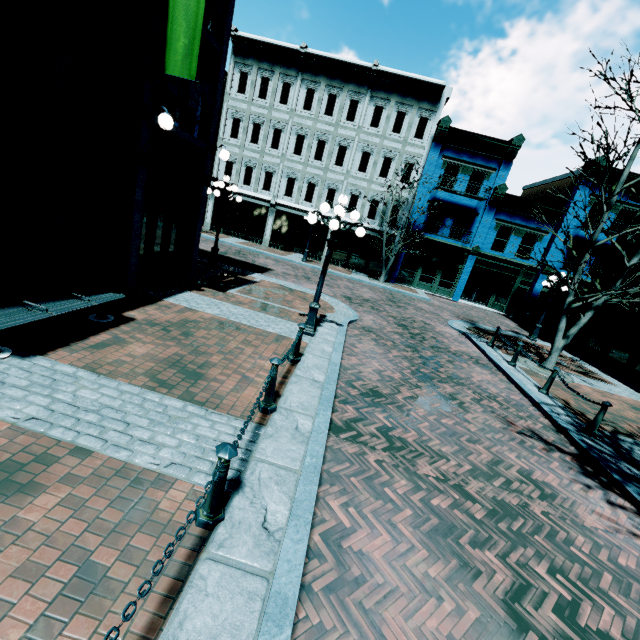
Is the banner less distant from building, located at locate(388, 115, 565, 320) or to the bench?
the bench

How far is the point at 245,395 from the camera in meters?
5.3 m

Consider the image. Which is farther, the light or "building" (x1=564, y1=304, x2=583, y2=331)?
"building" (x1=564, y1=304, x2=583, y2=331)

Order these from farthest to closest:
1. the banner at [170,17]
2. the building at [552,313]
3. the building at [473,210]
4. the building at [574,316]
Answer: the building at [552,313], the building at [473,210], the building at [574,316], the banner at [170,17]

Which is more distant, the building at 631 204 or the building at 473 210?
the building at 473 210

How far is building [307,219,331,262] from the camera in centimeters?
2498cm

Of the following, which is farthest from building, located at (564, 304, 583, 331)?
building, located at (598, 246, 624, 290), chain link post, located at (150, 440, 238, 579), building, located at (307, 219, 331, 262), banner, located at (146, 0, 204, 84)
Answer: chain link post, located at (150, 440, 238, 579)

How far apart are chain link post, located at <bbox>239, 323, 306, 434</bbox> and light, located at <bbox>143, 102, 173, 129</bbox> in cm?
539
